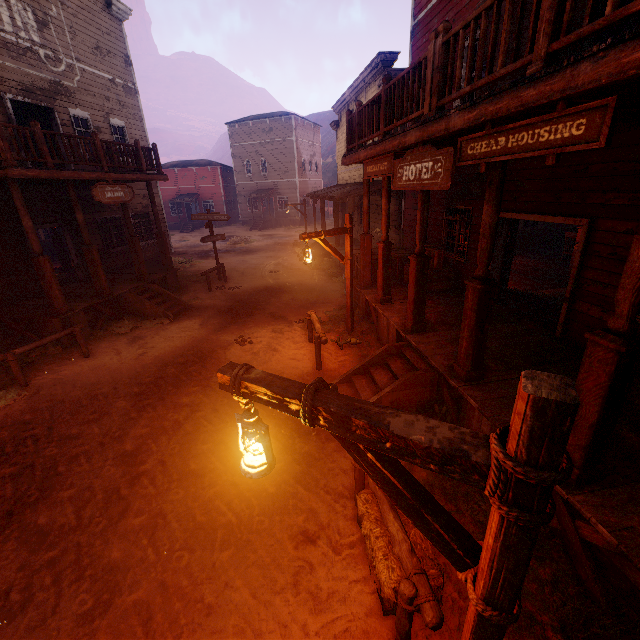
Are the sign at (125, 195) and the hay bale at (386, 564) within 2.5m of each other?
no

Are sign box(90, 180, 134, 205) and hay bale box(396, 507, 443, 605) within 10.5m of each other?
no

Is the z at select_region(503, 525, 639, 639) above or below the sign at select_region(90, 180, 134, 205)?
below

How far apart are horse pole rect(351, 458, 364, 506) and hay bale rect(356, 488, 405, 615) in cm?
9

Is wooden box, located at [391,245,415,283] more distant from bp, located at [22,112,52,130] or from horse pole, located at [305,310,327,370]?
bp, located at [22,112,52,130]

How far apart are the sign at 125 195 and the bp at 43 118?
3.97m

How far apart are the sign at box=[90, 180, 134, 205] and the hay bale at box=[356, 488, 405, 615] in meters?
11.1

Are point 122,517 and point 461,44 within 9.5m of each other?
yes
